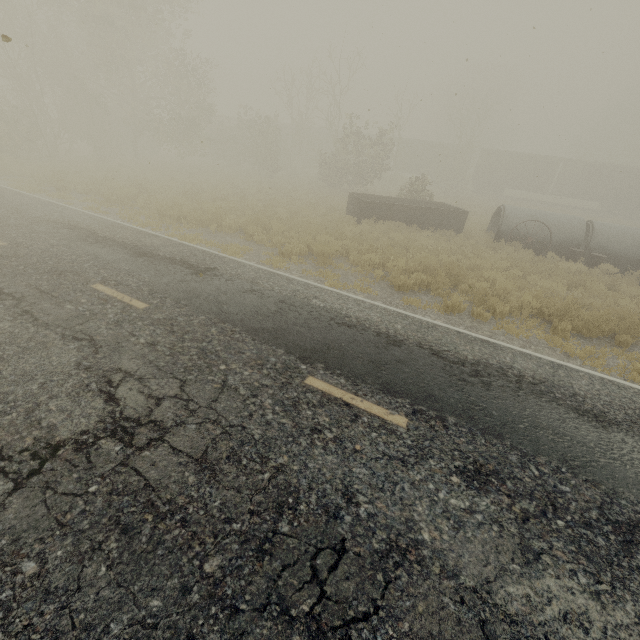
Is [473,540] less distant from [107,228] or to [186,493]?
[186,493]

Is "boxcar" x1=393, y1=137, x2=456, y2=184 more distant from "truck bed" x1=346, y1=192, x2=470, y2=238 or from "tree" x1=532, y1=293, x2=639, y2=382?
"truck bed" x1=346, y1=192, x2=470, y2=238

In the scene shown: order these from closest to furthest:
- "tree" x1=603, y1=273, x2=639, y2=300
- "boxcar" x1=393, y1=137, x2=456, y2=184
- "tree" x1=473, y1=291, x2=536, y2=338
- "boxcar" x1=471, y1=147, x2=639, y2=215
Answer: "tree" x1=473, y1=291, x2=536, y2=338, "tree" x1=603, y1=273, x2=639, y2=300, "boxcar" x1=471, y1=147, x2=639, y2=215, "boxcar" x1=393, y1=137, x2=456, y2=184

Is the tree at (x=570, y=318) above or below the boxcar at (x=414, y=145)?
below

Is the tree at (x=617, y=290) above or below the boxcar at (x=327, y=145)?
below

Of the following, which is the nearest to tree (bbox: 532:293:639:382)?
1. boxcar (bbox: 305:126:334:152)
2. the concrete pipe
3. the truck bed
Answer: the truck bed

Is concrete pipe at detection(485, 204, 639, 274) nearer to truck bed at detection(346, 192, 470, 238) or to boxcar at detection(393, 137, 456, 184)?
truck bed at detection(346, 192, 470, 238)
